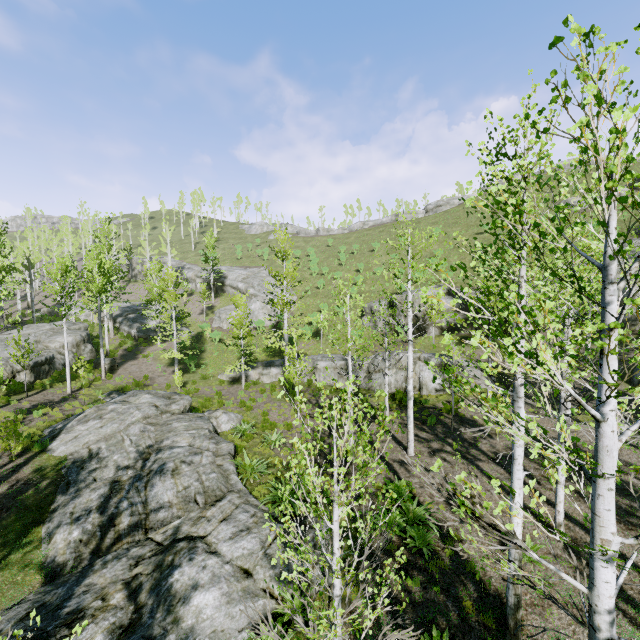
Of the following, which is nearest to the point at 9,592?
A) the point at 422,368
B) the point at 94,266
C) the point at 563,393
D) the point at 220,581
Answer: the point at 220,581

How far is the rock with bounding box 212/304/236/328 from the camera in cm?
3704

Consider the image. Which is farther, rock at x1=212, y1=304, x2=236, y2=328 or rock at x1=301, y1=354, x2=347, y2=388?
rock at x1=212, y1=304, x2=236, y2=328

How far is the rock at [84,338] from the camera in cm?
2562

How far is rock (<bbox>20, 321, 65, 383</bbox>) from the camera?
21.3m

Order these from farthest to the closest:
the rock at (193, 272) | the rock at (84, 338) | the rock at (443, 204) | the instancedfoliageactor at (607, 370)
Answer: the rock at (443, 204), the rock at (193, 272), the rock at (84, 338), the instancedfoliageactor at (607, 370)

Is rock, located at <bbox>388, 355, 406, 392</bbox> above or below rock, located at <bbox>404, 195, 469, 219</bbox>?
below

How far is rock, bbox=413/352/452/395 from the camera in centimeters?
2002cm
